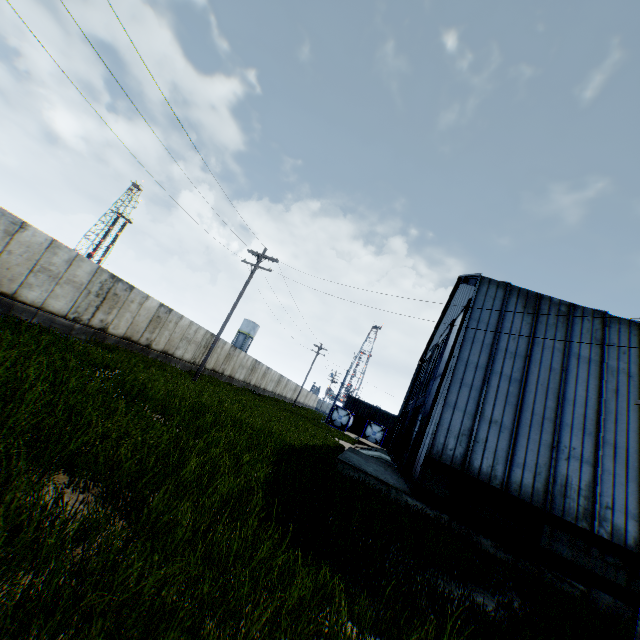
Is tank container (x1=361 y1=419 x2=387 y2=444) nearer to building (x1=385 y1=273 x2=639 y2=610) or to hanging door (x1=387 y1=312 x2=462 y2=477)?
building (x1=385 y1=273 x2=639 y2=610)

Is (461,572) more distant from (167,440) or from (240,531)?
(167,440)

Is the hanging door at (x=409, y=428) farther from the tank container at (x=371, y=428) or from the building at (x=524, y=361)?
the tank container at (x=371, y=428)

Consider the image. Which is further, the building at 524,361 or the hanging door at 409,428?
the hanging door at 409,428

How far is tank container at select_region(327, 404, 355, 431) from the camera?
45.3m

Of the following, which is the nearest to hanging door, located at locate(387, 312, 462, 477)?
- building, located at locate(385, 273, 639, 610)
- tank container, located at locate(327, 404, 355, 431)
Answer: building, located at locate(385, 273, 639, 610)
